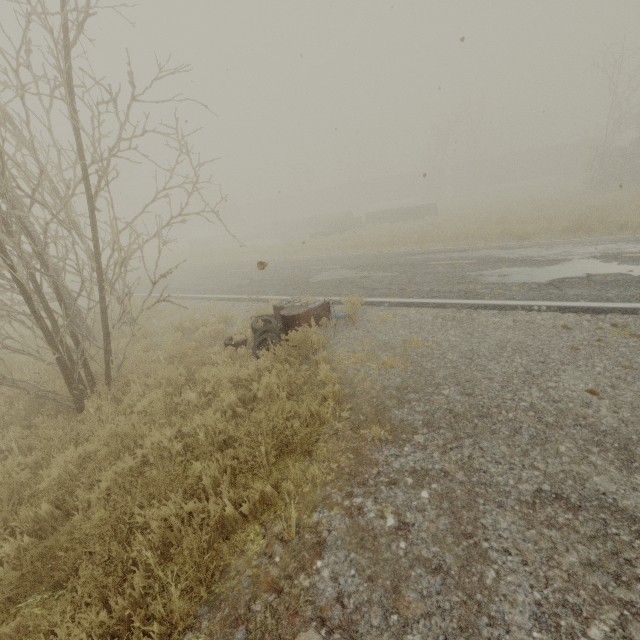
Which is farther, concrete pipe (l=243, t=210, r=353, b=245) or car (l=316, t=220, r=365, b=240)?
concrete pipe (l=243, t=210, r=353, b=245)

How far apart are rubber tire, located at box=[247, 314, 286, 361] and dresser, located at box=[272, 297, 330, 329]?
0.2m

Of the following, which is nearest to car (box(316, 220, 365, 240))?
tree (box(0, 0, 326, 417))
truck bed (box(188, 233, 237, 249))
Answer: truck bed (box(188, 233, 237, 249))

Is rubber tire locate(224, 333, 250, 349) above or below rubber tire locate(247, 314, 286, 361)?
below

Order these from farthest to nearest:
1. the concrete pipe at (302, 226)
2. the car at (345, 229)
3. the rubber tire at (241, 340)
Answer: the concrete pipe at (302, 226), the car at (345, 229), the rubber tire at (241, 340)

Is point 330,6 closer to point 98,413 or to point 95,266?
point 95,266

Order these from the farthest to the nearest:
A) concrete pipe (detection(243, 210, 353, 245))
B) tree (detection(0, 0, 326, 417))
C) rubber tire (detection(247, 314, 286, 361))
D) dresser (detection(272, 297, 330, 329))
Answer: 1. concrete pipe (detection(243, 210, 353, 245))
2. dresser (detection(272, 297, 330, 329))
3. rubber tire (detection(247, 314, 286, 361))
4. tree (detection(0, 0, 326, 417))

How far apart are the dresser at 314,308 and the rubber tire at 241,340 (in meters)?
0.92
